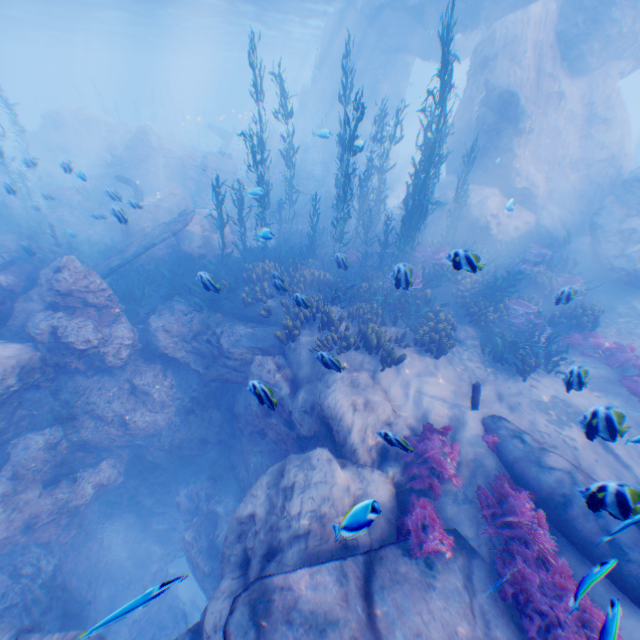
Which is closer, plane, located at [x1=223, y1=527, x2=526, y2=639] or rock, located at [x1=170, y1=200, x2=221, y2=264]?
plane, located at [x1=223, y1=527, x2=526, y2=639]

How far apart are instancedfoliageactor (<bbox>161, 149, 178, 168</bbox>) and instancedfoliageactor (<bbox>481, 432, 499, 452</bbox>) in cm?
2534

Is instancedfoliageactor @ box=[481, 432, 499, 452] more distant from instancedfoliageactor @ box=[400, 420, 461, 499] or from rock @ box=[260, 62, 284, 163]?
rock @ box=[260, 62, 284, 163]

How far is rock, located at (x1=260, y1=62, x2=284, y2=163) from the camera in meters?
33.2

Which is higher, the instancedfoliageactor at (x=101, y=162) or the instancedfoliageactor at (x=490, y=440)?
the instancedfoliageactor at (x=101, y=162)

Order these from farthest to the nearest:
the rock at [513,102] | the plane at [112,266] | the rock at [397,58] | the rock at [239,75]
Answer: the rock at [239,75], the rock at [397,58], the rock at [513,102], the plane at [112,266]

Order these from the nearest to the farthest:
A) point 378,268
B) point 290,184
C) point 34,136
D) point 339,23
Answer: point 378,268
point 290,184
point 339,23
point 34,136

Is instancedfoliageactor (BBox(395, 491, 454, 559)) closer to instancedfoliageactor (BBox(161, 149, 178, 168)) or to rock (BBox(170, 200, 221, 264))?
rock (BBox(170, 200, 221, 264))
